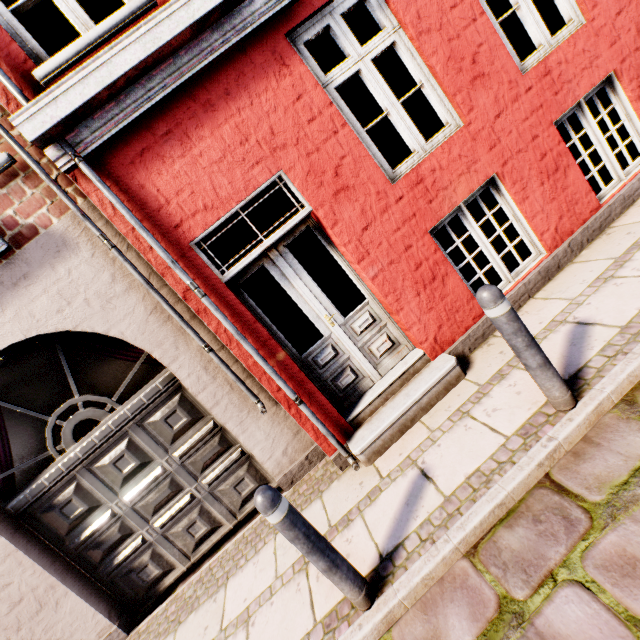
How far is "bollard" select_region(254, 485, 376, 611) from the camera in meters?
2.0 m

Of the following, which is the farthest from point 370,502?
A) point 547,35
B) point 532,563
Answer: point 547,35

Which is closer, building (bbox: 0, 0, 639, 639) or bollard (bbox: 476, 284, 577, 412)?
bollard (bbox: 476, 284, 577, 412)

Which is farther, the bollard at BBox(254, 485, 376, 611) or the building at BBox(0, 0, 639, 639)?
the building at BBox(0, 0, 639, 639)

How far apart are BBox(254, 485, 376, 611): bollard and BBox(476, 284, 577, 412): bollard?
1.8m

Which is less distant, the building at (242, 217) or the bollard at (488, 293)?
the bollard at (488, 293)

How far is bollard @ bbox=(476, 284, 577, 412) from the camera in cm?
215

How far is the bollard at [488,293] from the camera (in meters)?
2.15
